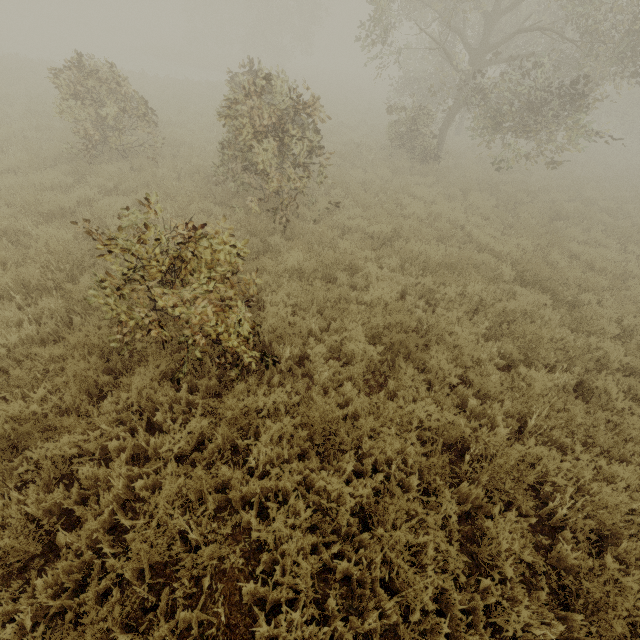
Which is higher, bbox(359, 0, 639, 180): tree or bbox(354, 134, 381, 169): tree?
bbox(359, 0, 639, 180): tree

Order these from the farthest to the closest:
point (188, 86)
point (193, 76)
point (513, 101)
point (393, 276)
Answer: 1. point (193, 76)
2. point (188, 86)
3. point (513, 101)
4. point (393, 276)

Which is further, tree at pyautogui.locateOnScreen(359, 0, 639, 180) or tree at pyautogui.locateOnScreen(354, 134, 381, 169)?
tree at pyautogui.locateOnScreen(354, 134, 381, 169)

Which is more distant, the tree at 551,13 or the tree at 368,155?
the tree at 368,155

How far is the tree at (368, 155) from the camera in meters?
13.4

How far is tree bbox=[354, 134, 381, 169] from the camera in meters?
13.4 m
